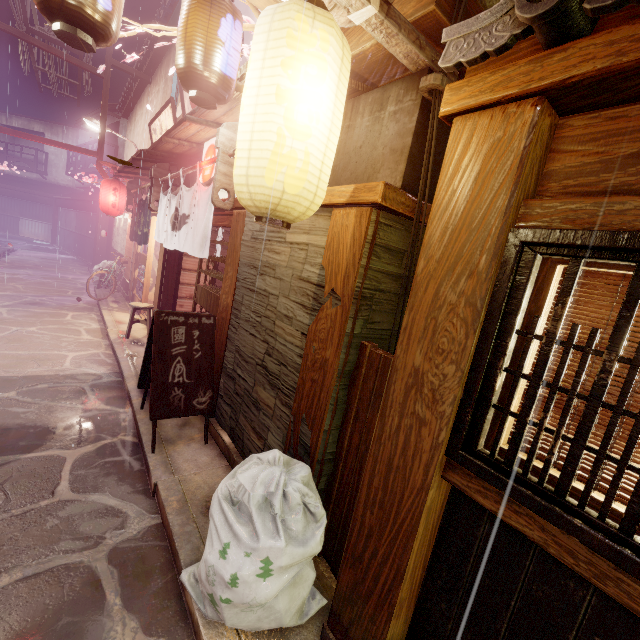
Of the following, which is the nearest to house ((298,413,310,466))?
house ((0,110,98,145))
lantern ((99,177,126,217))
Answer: lantern ((99,177,126,217))

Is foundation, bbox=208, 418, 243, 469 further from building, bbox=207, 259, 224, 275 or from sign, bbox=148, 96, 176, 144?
sign, bbox=148, 96, 176, 144

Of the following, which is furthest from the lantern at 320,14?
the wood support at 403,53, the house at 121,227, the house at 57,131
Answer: the house at 57,131

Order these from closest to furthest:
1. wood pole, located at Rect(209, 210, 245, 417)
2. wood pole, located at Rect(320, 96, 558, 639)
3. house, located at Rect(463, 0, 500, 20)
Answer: wood pole, located at Rect(320, 96, 558, 639) < house, located at Rect(463, 0, 500, 20) < wood pole, located at Rect(209, 210, 245, 417)

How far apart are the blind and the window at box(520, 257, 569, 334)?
0.1m

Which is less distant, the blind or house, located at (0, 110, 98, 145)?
the blind

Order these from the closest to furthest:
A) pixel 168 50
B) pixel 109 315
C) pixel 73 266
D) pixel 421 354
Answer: pixel 421 354 < pixel 109 315 < pixel 168 50 < pixel 73 266

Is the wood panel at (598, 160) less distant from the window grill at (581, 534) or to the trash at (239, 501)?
the window grill at (581, 534)
